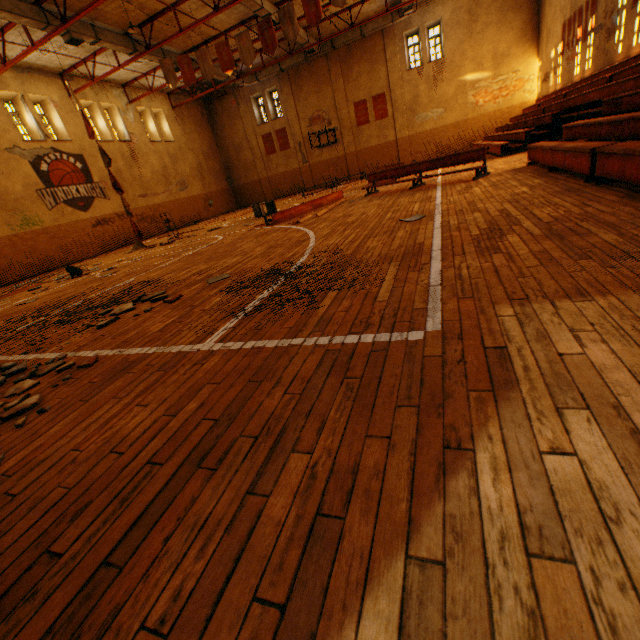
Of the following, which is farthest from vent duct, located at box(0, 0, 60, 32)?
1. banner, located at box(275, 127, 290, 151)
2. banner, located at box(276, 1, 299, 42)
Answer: banner, located at box(275, 127, 290, 151)

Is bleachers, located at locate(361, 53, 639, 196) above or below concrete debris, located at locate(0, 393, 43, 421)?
above

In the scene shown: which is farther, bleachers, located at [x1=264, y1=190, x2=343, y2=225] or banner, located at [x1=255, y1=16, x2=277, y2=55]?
banner, located at [x1=255, y1=16, x2=277, y2=55]

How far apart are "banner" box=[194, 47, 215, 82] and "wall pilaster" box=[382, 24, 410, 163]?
13.4m

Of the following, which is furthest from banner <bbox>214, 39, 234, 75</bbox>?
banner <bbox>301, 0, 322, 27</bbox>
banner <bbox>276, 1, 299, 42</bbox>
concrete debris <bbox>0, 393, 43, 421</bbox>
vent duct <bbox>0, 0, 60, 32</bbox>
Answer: concrete debris <bbox>0, 393, 43, 421</bbox>

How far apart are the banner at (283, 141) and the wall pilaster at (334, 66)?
4.36m

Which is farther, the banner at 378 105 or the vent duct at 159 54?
the banner at 378 105

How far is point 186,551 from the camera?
1.1m
